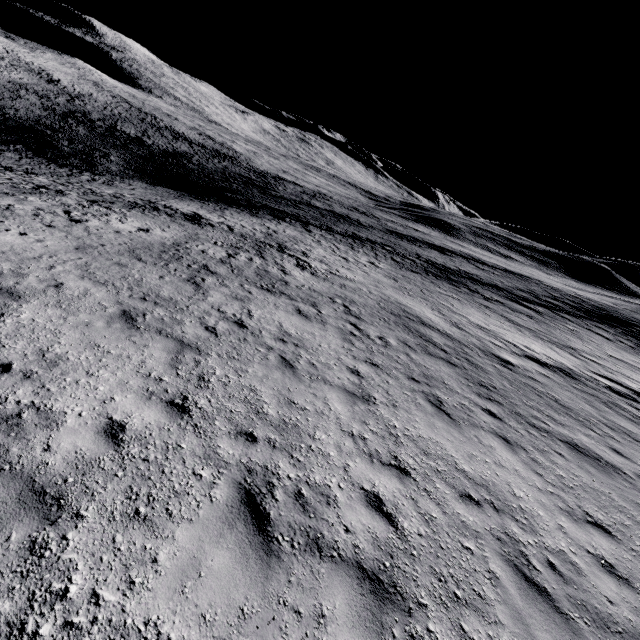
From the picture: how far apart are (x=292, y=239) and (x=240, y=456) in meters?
25.6 m
